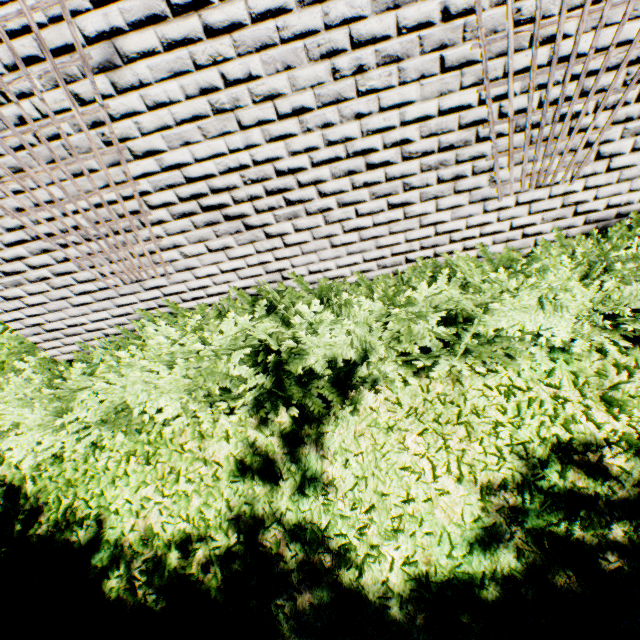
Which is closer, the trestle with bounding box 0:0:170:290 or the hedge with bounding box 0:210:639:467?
the trestle with bounding box 0:0:170:290

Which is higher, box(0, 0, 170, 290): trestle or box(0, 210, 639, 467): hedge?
box(0, 0, 170, 290): trestle

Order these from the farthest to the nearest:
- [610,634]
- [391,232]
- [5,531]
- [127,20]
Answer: [5,531], [391,232], [610,634], [127,20]

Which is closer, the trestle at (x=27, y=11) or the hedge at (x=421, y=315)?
the trestle at (x=27, y=11)

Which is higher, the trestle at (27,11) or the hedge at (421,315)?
the trestle at (27,11)
